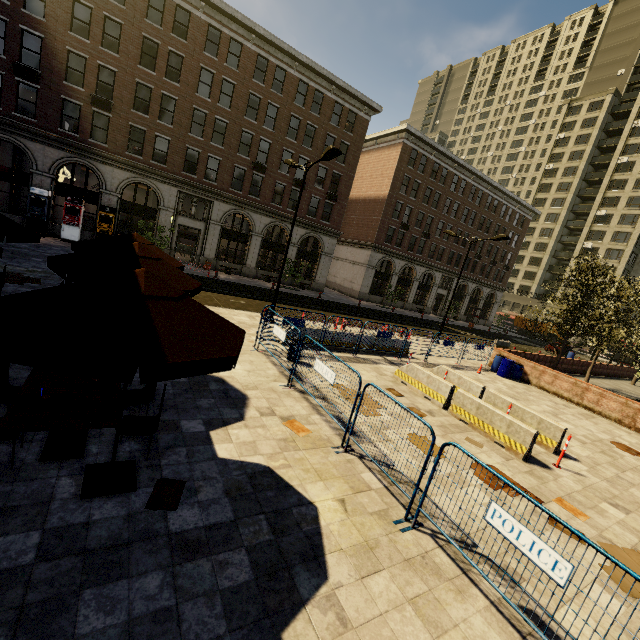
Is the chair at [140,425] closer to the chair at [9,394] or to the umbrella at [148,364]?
the umbrella at [148,364]

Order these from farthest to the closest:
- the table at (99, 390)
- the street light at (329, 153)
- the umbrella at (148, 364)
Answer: the street light at (329, 153) < the table at (99, 390) < the umbrella at (148, 364)

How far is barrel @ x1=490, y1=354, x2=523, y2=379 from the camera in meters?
17.7

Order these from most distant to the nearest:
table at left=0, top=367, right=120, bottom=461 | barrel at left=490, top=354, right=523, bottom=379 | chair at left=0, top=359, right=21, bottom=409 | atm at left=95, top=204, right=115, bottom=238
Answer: atm at left=95, top=204, right=115, bottom=238, barrel at left=490, top=354, right=523, bottom=379, chair at left=0, top=359, right=21, bottom=409, table at left=0, top=367, right=120, bottom=461

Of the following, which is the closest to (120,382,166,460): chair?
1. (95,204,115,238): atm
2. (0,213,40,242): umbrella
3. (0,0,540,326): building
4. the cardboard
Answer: (0,213,40,242): umbrella

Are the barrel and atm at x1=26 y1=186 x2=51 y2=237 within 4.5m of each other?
no

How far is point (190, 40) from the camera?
24.2m

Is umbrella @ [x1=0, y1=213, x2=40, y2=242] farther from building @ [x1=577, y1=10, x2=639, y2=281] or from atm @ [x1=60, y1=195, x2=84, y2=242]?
building @ [x1=577, y1=10, x2=639, y2=281]
